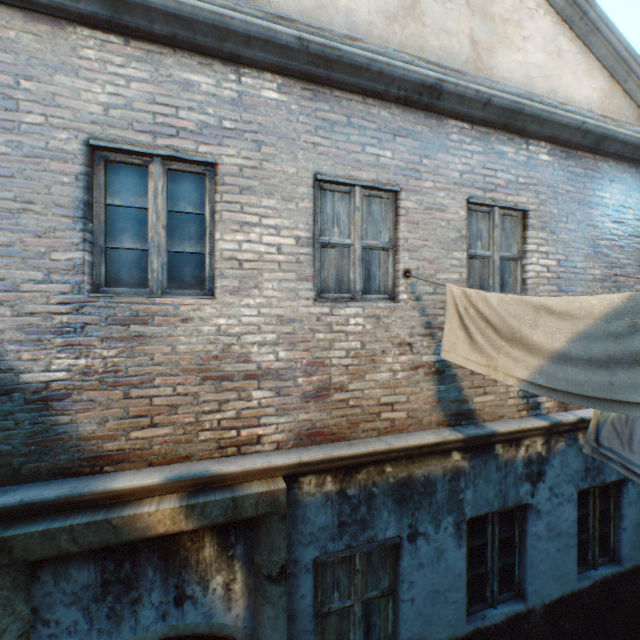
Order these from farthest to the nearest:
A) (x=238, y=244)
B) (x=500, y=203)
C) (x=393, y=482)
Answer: (x=500, y=203) < (x=393, y=482) < (x=238, y=244)

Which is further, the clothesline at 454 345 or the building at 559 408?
the building at 559 408

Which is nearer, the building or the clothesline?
the clothesline
